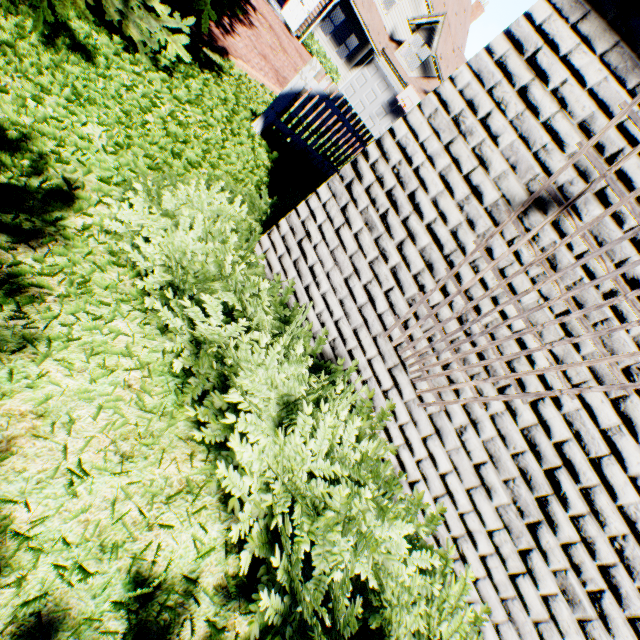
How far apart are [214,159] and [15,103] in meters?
1.9

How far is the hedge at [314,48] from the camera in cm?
1838

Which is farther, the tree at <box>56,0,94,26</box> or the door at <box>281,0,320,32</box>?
the door at <box>281,0,320,32</box>

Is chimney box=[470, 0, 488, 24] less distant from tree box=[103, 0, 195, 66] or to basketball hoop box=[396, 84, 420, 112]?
basketball hoop box=[396, 84, 420, 112]

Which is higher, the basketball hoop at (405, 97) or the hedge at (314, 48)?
the basketball hoop at (405, 97)

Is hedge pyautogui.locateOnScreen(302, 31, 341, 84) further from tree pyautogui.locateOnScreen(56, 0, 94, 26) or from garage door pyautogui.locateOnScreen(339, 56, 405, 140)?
tree pyautogui.locateOnScreen(56, 0, 94, 26)

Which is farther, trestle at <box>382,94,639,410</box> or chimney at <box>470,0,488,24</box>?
chimney at <box>470,0,488,24</box>

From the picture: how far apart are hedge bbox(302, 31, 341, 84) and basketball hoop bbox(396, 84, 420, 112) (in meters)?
4.45
